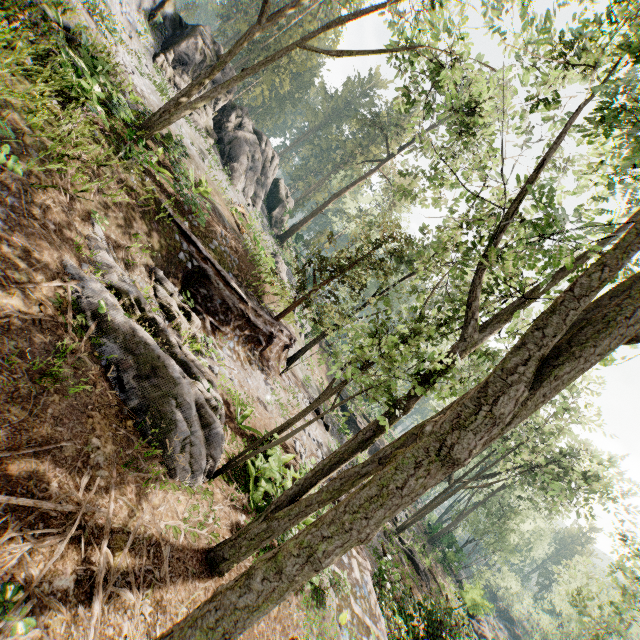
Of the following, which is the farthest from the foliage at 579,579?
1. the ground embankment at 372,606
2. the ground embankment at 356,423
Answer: the ground embankment at 356,423

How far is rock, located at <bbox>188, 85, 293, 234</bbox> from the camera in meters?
27.1 m

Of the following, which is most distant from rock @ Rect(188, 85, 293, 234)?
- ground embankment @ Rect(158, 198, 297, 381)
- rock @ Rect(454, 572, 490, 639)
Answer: rock @ Rect(454, 572, 490, 639)

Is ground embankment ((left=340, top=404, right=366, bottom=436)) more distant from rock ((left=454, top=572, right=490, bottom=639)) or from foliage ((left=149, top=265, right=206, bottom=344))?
foliage ((left=149, top=265, right=206, bottom=344))

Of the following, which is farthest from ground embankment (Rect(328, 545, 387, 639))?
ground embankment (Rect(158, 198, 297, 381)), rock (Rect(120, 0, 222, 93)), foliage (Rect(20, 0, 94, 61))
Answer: rock (Rect(120, 0, 222, 93))

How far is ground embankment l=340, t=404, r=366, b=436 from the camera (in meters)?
37.88

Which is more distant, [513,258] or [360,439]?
[513,258]

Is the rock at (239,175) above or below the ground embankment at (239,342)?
above
